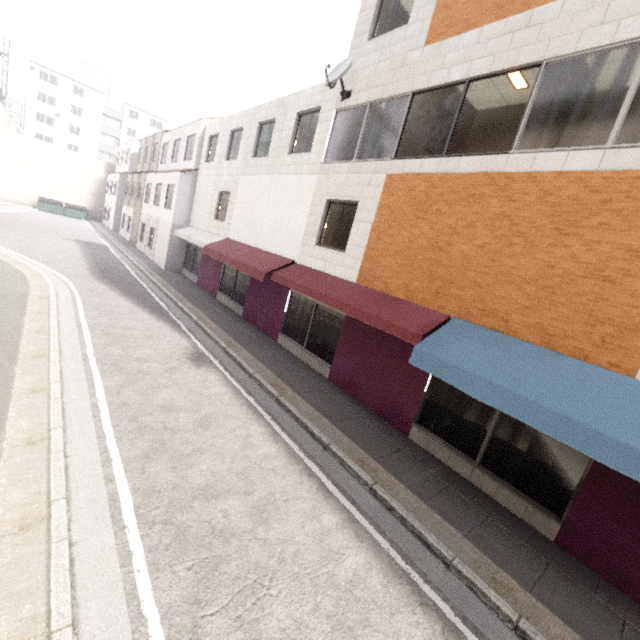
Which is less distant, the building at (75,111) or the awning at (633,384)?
the awning at (633,384)

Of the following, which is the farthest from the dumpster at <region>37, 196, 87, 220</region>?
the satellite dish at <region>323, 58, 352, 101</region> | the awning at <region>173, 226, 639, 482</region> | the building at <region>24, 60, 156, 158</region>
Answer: the satellite dish at <region>323, 58, 352, 101</region>

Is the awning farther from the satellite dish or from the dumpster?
the dumpster

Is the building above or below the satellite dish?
above

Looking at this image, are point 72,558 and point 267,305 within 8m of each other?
no

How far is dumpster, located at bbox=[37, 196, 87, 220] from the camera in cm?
3506

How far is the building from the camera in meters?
50.0

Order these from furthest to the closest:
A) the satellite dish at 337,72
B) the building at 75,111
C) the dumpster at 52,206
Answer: the building at 75,111 < the dumpster at 52,206 < the satellite dish at 337,72
